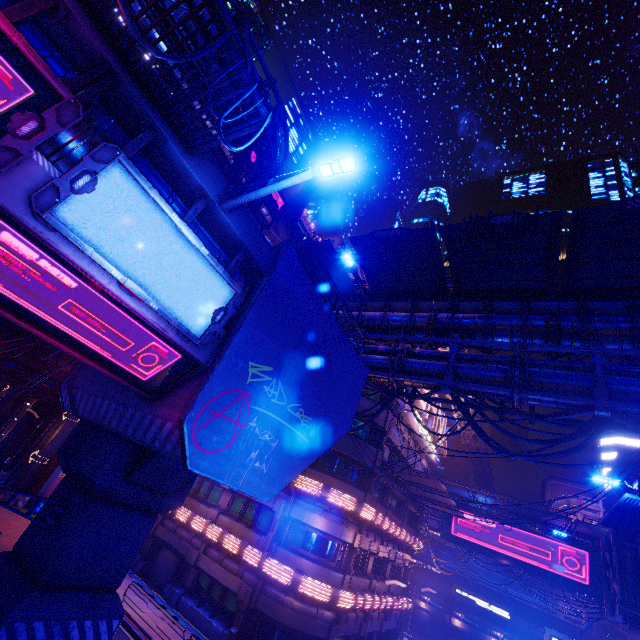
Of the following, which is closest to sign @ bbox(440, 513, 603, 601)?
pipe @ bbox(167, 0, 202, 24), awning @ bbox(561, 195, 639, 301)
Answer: pipe @ bbox(167, 0, 202, 24)

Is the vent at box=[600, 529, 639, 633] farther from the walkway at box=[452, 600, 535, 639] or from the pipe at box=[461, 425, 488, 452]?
the walkway at box=[452, 600, 535, 639]

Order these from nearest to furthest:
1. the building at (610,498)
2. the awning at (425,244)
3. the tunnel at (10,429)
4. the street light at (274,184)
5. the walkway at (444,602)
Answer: the street light at (274,184) < the awning at (425,244) < the tunnel at (10,429) < the building at (610,498) < the walkway at (444,602)

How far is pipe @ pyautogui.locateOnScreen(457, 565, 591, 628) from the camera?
42.8 meters

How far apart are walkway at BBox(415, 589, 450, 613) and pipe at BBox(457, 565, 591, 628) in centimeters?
278cm

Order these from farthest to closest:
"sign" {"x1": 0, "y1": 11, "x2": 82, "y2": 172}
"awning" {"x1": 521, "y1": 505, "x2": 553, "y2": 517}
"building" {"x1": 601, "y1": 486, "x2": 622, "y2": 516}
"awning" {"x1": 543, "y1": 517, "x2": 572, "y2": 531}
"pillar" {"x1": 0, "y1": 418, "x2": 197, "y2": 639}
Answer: "building" {"x1": 601, "y1": 486, "x2": 622, "y2": 516} → "awning" {"x1": 521, "y1": 505, "x2": 553, "y2": 517} → "awning" {"x1": 543, "y1": 517, "x2": 572, "y2": 531} → "pillar" {"x1": 0, "y1": 418, "x2": 197, "y2": 639} → "sign" {"x1": 0, "y1": 11, "x2": 82, "y2": 172}

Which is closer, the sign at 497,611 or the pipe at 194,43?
the pipe at 194,43

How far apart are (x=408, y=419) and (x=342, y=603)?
12.8 meters
